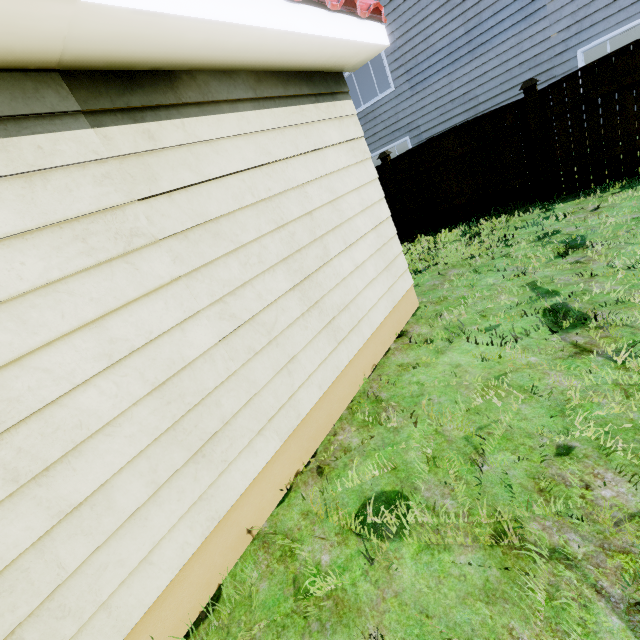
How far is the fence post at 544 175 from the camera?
5.8m

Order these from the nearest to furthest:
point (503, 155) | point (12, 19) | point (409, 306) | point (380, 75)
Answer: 1. point (12, 19)
2. point (409, 306)
3. point (503, 155)
4. point (380, 75)

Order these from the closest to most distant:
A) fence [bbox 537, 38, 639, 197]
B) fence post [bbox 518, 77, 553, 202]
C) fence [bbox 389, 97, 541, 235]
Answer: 1. fence [bbox 537, 38, 639, 197]
2. fence post [bbox 518, 77, 553, 202]
3. fence [bbox 389, 97, 541, 235]

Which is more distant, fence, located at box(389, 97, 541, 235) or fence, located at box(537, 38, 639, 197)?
fence, located at box(389, 97, 541, 235)

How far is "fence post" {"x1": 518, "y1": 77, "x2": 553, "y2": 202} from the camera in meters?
5.8

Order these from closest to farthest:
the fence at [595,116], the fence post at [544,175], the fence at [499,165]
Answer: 1. the fence at [595,116]
2. the fence post at [544,175]
3. the fence at [499,165]

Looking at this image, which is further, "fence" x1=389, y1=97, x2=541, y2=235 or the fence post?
"fence" x1=389, y1=97, x2=541, y2=235

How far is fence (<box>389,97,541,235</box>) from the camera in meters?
6.4
